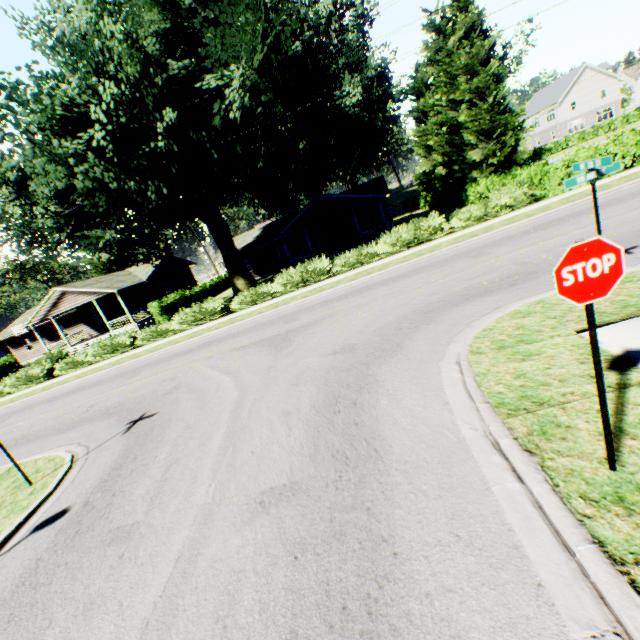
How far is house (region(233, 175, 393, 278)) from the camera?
29.84m

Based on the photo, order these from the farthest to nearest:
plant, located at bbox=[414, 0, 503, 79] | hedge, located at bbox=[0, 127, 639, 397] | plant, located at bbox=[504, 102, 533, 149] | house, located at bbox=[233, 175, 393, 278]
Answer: plant, located at bbox=[504, 102, 533, 149], plant, located at bbox=[414, 0, 503, 79], house, located at bbox=[233, 175, 393, 278], hedge, located at bbox=[0, 127, 639, 397]

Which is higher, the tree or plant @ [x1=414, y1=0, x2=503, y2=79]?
plant @ [x1=414, y1=0, x2=503, y2=79]

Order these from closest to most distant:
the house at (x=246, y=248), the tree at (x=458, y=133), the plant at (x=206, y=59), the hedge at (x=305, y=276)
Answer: the plant at (x=206, y=59) → the hedge at (x=305, y=276) → the tree at (x=458, y=133) → the house at (x=246, y=248)

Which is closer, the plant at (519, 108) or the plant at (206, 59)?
the plant at (206, 59)

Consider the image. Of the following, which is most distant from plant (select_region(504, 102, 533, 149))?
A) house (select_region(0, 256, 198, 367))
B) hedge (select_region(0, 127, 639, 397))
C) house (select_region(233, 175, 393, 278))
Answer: house (select_region(233, 175, 393, 278))

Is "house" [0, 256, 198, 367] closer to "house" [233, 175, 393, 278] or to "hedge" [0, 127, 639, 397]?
"house" [233, 175, 393, 278]

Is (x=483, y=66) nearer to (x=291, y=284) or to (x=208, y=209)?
(x=291, y=284)
